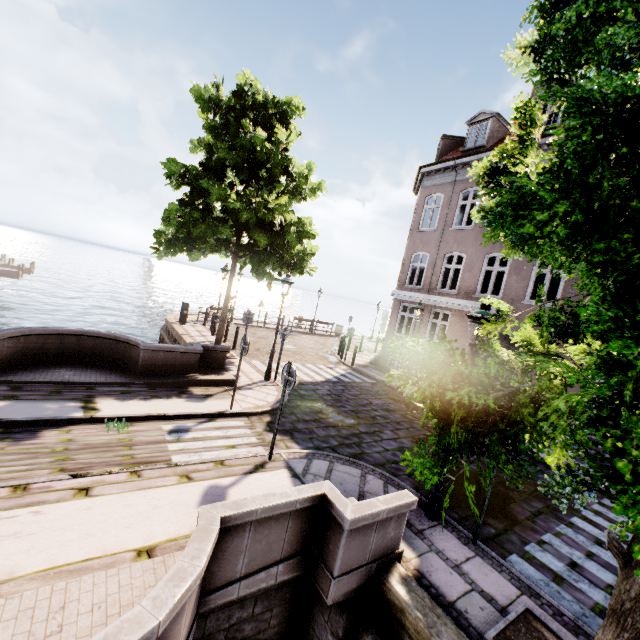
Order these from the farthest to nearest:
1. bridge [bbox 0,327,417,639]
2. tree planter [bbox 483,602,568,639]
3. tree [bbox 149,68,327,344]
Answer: tree [bbox 149,68,327,344] < tree planter [bbox 483,602,568,639] < bridge [bbox 0,327,417,639]

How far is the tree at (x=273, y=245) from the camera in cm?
1046

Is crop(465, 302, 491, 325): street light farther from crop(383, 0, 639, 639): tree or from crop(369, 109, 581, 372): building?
crop(369, 109, 581, 372): building

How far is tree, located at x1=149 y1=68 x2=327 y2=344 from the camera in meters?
10.5 m

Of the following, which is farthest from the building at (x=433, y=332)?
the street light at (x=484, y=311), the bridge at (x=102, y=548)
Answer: the bridge at (x=102, y=548)

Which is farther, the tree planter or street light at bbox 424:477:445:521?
street light at bbox 424:477:445:521

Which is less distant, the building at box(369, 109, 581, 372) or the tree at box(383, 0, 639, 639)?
the tree at box(383, 0, 639, 639)

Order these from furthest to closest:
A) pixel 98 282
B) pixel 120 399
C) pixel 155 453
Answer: pixel 98 282 < pixel 120 399 < pixel 155 453
